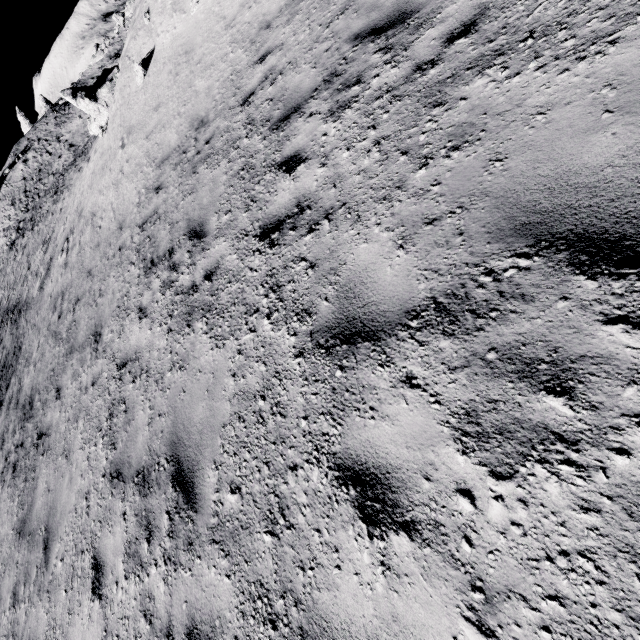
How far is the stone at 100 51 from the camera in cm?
3781

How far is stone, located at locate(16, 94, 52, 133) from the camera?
45.1 meters

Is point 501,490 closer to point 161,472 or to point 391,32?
point 161,472

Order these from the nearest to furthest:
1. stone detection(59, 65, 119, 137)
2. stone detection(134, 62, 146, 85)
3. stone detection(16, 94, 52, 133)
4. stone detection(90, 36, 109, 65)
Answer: stone detection(134, 62, 146, 85) → stone detection(59, 65, 119, 137) → stone detection(90, 36, 109, 65) → stone detection(16, 94, 52, 133)

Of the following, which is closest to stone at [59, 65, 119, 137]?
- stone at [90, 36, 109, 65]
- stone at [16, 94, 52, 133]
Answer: stone at [90, 36, 109, 65]

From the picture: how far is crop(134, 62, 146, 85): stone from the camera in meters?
12.0

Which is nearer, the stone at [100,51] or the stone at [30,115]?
the stone at [100,51]

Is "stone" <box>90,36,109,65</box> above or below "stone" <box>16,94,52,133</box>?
below
